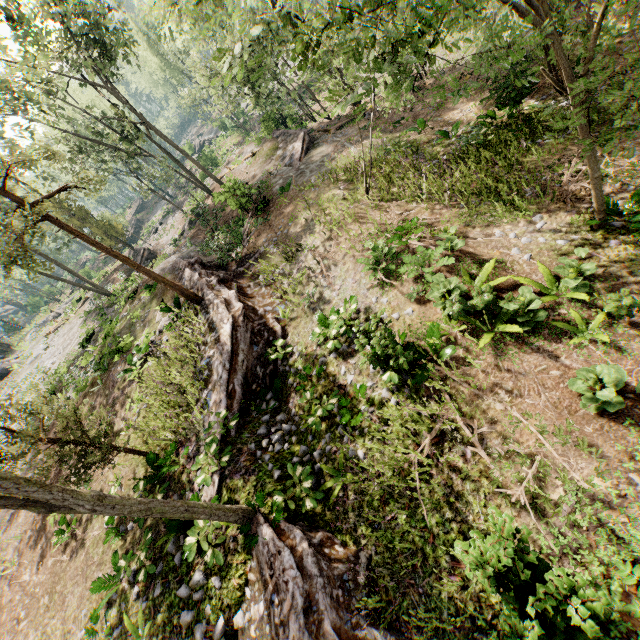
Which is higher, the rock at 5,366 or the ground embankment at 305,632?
the rock at 5,366

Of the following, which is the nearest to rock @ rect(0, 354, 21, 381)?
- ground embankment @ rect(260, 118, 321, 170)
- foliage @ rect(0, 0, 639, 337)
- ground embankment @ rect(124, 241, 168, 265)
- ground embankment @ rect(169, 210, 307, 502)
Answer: foliage @ rect(0, 0, 639, 337)

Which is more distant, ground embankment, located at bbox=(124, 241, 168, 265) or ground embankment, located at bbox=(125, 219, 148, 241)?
ground embankment, located at bbox=(125, 219, 148, 241)

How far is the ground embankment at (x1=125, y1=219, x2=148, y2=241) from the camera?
56.4m

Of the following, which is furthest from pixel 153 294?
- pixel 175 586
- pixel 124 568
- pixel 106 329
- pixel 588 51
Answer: pixel 588 51

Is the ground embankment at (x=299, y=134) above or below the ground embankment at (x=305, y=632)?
below

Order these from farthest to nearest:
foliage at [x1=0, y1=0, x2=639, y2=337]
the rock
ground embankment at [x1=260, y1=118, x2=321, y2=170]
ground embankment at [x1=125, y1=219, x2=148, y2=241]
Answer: ground embankment at [x1=125, y1=219, x2=148, y2=241]
the rock
ground embankment at [x1=260, y1=118, x2=321, y2=170]
foliage at [x1=0, y1=0, x2=639, y2=337]

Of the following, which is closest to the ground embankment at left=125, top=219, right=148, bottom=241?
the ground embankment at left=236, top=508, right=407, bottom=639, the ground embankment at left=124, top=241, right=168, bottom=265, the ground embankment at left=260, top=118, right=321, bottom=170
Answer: the ground embankment at left=124, top=241, right=168, bottom=265
